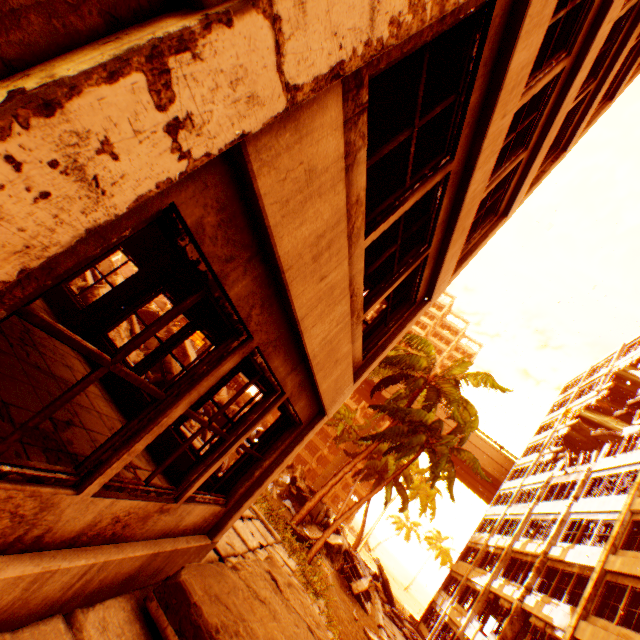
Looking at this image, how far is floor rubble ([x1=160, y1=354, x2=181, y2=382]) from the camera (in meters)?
10.54

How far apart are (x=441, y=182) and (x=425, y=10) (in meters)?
2.32

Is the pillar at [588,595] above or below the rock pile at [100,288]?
above

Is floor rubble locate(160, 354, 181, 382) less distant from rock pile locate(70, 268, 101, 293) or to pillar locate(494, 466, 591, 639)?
rock pile locate(70, 268, 101, 293)

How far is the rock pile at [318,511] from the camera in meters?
17.7

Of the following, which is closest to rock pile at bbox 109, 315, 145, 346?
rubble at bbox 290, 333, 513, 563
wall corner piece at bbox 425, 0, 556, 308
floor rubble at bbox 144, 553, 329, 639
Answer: rubble at bbox 290, 333, 513, 563

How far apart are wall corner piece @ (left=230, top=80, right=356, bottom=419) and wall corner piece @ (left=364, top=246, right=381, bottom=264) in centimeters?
221cm
